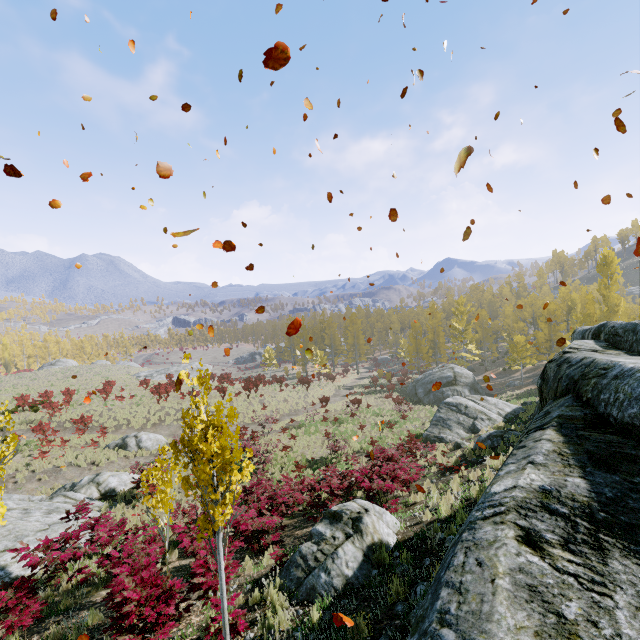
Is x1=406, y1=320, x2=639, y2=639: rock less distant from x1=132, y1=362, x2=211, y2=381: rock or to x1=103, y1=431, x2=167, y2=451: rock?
x1=103, y1=431, x2=167, y2=451: rock

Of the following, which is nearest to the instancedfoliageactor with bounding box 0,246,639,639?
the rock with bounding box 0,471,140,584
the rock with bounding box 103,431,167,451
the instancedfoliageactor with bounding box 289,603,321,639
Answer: the rock with bounding box 0,471,140,584

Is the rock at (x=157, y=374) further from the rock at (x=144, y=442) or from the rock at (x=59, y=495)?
the rock at (x=59, y=495)

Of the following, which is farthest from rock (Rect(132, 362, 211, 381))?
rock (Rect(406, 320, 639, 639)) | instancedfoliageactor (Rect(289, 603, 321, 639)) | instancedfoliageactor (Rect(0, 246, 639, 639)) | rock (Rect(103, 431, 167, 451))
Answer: instancedfoliageactor (Rect(289, 603, 321, 639))

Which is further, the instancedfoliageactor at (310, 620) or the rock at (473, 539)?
the instancedfoliageactor at (310, 620)

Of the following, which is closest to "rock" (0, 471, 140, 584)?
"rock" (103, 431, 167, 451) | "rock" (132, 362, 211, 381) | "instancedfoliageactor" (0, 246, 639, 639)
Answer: "instancedfoliageactor" (0, 246, 639, 639)

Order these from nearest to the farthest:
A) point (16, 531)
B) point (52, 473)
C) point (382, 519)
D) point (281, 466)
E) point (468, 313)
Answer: point (382, 519), point (16, 531), point (52, 473), point (281, 466), point (468, 313)

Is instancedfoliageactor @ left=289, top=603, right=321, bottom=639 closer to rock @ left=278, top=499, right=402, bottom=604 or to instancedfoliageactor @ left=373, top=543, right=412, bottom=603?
rock @ left=278, top=499, right=402, bottom=604
